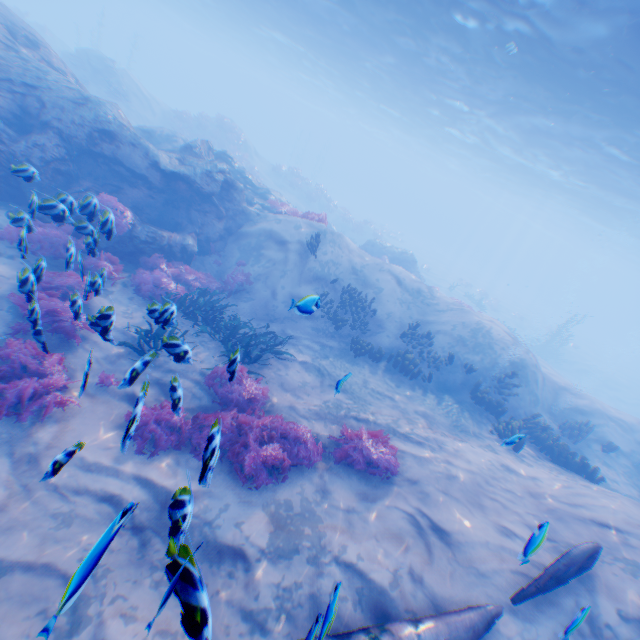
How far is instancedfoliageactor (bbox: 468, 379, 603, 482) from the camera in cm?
966

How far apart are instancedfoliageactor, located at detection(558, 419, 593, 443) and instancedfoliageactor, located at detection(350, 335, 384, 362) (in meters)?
8.50

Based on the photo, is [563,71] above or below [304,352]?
above

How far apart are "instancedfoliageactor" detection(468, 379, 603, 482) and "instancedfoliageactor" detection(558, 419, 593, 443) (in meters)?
3.16

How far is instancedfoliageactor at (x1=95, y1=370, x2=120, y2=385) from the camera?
7.0 meters

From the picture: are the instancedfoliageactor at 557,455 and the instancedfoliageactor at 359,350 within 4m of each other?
no

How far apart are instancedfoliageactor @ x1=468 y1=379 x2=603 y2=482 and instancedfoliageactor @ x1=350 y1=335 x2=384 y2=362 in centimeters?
505cm

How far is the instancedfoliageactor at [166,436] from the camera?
6.3m
